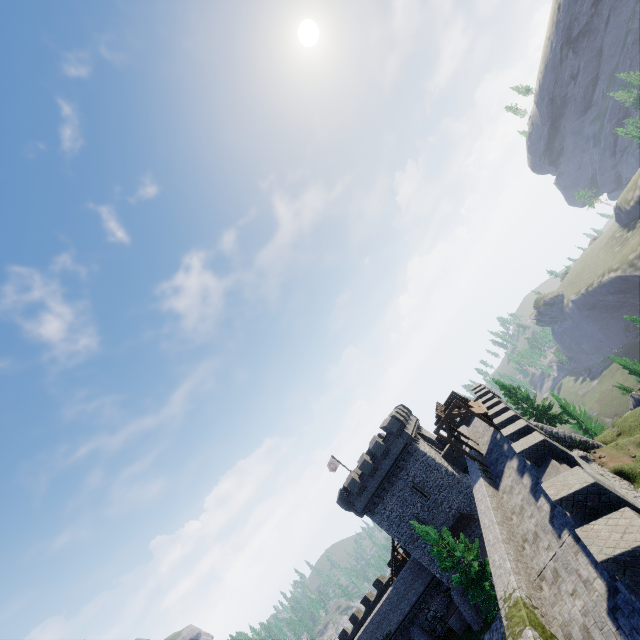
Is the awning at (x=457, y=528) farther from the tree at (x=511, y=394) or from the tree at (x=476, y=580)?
the tree at (x=511, y=394)

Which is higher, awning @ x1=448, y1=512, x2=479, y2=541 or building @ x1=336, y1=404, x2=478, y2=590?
building @ x1=336, y1=404, x2=478, y2=590

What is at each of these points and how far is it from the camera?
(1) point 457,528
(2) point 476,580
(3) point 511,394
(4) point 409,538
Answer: (1) awning, 32.25m
(2) tree, 24.39m
(3) tree, 41.41m
(4) building, 34.00m

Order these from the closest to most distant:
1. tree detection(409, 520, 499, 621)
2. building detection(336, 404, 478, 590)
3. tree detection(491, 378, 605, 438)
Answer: tree detection(409, 520, 499, 621) → building detection(336, 404, 478, 590) → tree detection(491, 378, 605, 438)

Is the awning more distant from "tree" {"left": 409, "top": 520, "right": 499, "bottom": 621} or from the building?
"tree" {"left": 409, "top": 520, "right": 499, "bottom": 621}

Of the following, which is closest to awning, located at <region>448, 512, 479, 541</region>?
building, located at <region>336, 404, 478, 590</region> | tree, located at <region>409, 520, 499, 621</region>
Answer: building, located at <region>336, 404, 478, 590</region>

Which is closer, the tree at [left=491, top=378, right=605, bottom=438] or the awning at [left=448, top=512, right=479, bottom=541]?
the awning at [left=448, top=512, right=479, bottom=541]

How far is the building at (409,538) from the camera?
32.94m
